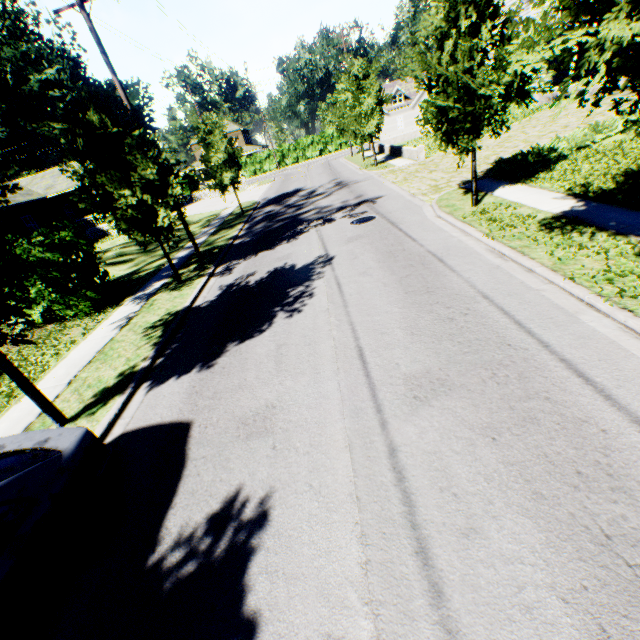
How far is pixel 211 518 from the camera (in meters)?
3.92

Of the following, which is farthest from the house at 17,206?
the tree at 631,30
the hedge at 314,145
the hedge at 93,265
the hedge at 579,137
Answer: the hedge at 579,137

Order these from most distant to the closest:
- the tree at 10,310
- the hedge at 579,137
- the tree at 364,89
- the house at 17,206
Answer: the house at 17,206 < the tree at 364,89 < the hedge at 579,137 < the tree at 10,310

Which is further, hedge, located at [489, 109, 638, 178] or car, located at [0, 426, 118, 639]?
hedge, located at [489, 109, 638, 178]

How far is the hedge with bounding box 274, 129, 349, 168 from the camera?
51.88m

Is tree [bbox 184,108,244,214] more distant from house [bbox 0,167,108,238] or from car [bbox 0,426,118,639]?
house [bbox 0,167,108,238]

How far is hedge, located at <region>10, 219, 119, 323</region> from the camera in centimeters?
1084cm
